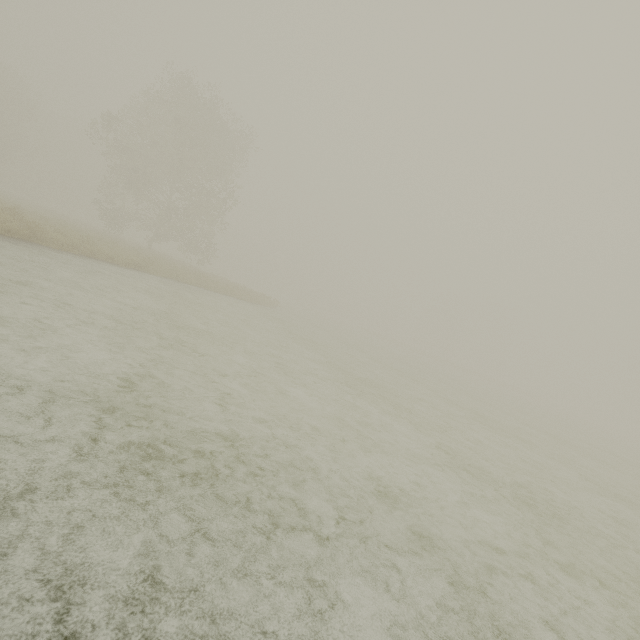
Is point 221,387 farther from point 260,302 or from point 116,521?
point 260,302
